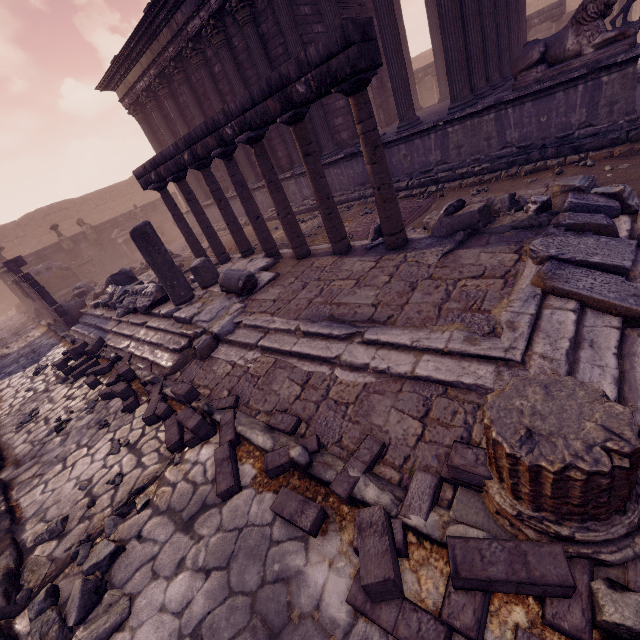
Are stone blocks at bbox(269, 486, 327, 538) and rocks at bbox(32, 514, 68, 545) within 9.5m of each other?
yes

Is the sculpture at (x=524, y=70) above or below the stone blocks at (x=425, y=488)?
above

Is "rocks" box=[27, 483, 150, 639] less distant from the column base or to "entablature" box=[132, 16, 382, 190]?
the column base

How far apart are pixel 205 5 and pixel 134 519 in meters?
13.7 m

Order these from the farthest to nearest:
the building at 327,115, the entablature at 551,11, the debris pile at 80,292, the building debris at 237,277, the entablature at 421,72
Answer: the entablature at 421,72, the entablature at 551,11, the debris pile at 80,292, the building at 327,115, the building debris at 237,277

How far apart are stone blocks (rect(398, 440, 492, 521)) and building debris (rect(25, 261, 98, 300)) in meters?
18.6 m

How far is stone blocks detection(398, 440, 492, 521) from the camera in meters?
2.1 m

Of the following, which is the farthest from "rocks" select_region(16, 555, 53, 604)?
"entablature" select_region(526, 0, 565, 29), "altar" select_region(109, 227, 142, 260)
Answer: "entablature" select_region(526, 0, 565, 29)
